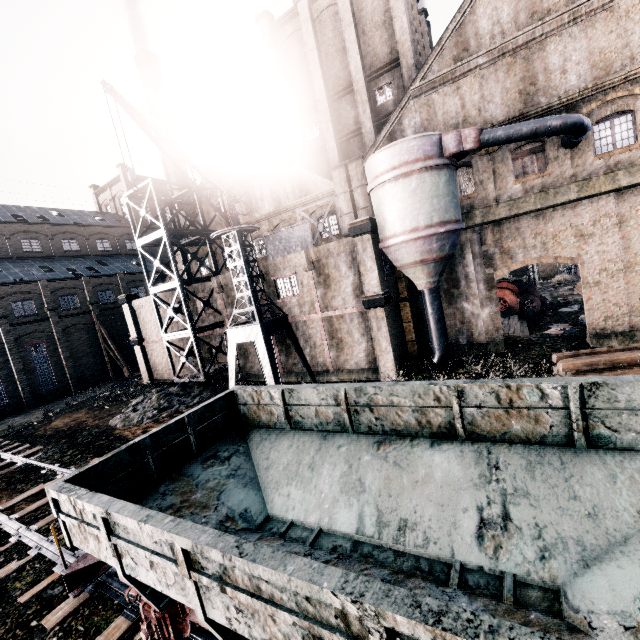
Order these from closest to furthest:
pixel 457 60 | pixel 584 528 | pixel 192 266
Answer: pixel 584 528 → pixel 457 60 → pixel 192 266

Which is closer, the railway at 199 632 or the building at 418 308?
the railway at 199 632

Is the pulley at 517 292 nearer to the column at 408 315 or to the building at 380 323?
the building at 380 323

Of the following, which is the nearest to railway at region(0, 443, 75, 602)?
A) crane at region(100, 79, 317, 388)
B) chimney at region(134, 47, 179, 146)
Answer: crane at region(100, 79, 317, 388)

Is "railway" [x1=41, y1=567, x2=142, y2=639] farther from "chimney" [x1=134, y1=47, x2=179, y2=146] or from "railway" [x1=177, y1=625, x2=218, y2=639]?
"chimney" [x1=134, y1=47, x2=179, y2=146]

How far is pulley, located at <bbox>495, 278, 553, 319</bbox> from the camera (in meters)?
28.02

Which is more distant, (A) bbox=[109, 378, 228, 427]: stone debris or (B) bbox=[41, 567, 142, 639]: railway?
(A) bbox=[109, 378, 228, 427]: stone debris

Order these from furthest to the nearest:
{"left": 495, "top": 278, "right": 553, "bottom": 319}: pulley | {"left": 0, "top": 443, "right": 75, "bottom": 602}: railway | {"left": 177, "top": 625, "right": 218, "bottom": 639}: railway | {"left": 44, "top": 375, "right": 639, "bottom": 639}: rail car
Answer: {"left": 495, "top": 278, "right": 553, "bottom": 319}: pulley, {"left": 0, "top": 443, "right": 75, "bottom": 602}: railway, {"left": 177, "top": 625, "right": 218, "bottom": 639}: railway, {"left": 44, "top": 375, "right": 639, "bottom": 639}: rail car
